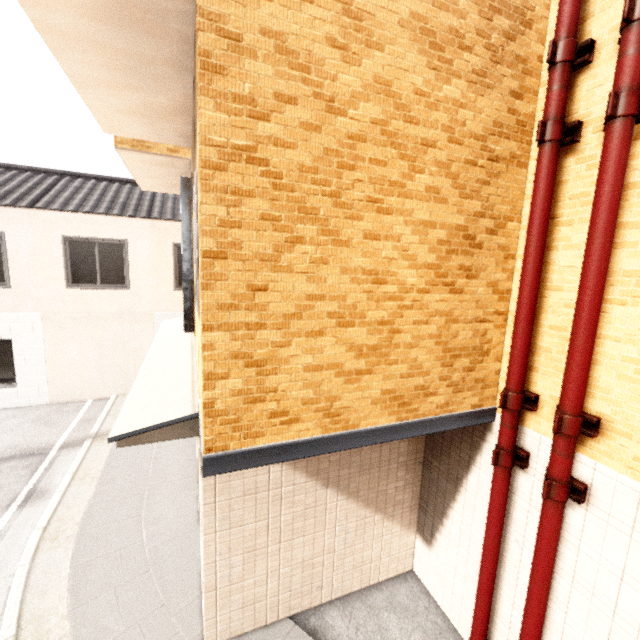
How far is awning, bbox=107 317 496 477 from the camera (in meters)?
2.53

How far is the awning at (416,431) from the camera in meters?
2.5

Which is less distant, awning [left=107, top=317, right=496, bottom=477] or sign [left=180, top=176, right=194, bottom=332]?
awning [left=107, top=317, right=496, bottom=477]

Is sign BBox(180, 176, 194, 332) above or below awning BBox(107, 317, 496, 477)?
→ above

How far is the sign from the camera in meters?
4.8 m

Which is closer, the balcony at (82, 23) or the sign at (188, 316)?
the balcony at (82, 23)

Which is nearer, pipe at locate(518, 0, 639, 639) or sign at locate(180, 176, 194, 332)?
pipe at locate(518, 0, 639, 639)

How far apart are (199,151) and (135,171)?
5.0m
